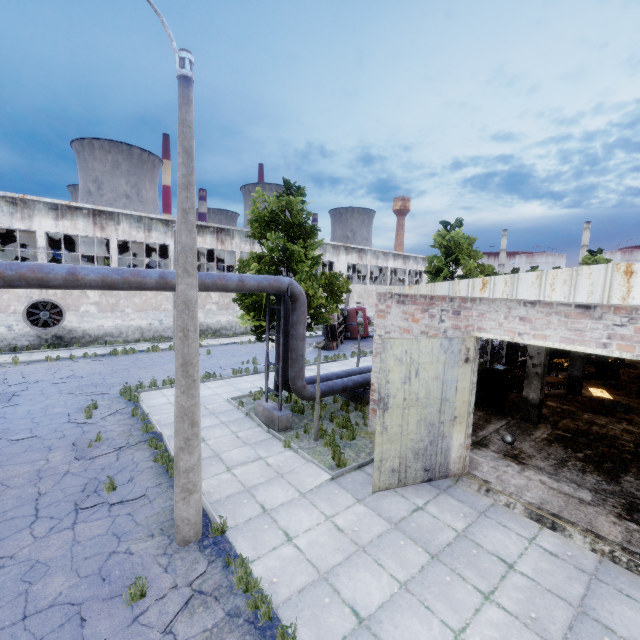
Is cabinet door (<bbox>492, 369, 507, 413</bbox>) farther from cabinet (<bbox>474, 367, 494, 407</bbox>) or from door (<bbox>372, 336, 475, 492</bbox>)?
door (<bbox>372, 336, 475, 492</bbox>)

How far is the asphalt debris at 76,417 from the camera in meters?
11.2 m

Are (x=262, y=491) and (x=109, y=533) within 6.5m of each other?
yes

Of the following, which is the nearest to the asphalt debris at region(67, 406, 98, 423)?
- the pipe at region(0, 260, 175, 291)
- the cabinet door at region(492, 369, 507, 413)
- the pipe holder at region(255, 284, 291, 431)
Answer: the pipe holder at region(255, 284, 291, 431)

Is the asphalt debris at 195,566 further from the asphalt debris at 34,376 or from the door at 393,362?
the asphalt debris at 34,376

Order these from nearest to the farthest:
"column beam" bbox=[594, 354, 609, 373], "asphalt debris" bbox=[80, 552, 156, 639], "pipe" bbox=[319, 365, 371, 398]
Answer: "asphalt debris" bbox=[80, 552, 156, 639] → "pipe" bbox=[319, 365, 371, 398] → "column beam" bbox=[594, 354, 609, 373]

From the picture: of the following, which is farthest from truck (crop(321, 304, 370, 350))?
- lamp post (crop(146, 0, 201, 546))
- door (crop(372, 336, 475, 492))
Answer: lamp post (crop(146, 0, 201, 546))

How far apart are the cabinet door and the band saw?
7.77m
